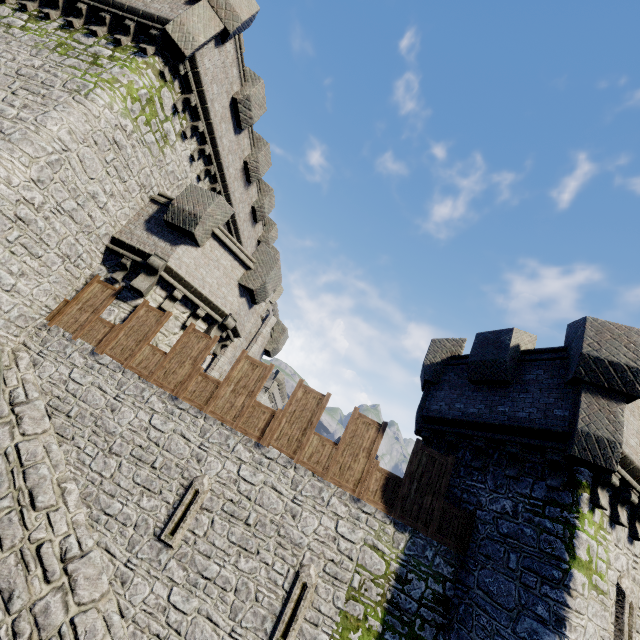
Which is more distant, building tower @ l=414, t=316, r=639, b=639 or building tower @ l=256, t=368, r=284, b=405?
building tower @ l=256, t=368, r=284, b=405

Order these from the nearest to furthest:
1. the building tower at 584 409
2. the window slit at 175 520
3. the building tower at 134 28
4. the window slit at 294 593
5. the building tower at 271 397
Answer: the building tower at 584 409
the window slit at 294 593
the window slit at 175 520
the building tower at 134 28
the building tower at 271 397

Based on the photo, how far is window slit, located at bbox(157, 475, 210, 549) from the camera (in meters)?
8.05

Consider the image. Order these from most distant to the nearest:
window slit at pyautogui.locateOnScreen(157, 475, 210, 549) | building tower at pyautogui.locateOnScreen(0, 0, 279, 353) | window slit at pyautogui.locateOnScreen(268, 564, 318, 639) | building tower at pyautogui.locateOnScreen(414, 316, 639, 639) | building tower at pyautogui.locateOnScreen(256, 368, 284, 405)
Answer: building tower at pyautogui.locateOnScreen(256, 368, 284, 405), building tower at pyautogui.locateOnScreen(0, 0, 279, 353), window slit at pyautogui.locateOnScreen(157, 475, 210, 549), window slit at pyautogui.locateOnScreen(268, 564, 318, 639), building tower at pyautogui.locateOnScreen(414, 316, 639, 639)

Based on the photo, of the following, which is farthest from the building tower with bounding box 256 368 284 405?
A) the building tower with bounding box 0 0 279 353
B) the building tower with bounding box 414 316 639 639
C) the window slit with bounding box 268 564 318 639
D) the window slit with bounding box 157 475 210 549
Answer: the window slit with bounding box 268 564 318 639

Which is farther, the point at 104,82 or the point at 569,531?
the point at 104,82

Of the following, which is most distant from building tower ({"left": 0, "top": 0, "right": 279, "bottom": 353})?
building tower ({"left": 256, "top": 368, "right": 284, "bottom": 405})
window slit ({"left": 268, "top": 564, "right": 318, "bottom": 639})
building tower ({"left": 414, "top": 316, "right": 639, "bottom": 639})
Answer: building tower ({"left": 256, "top": 368, "right": 284, "bottom": 405})

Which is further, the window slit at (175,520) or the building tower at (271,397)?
the building tower at (271,397)
